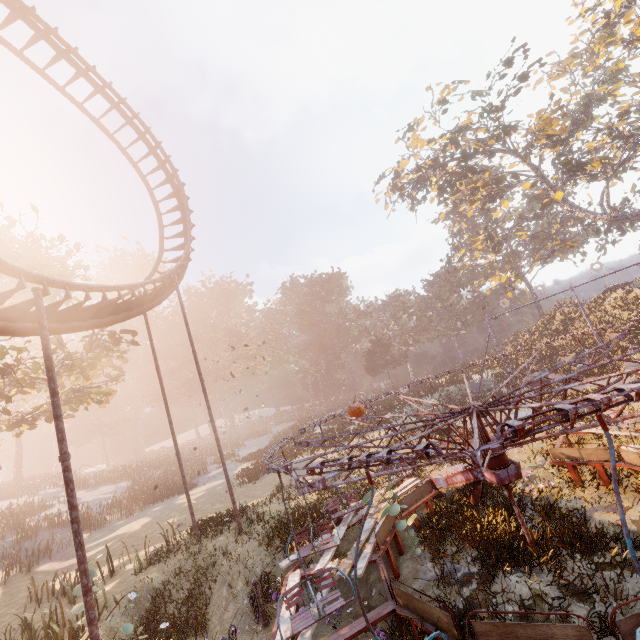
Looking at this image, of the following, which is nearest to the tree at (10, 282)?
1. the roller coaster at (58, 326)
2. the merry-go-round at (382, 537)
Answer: the roller coaster at (58, 326)

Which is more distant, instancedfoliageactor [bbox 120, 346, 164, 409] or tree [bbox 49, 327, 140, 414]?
instancedfoliageactor [bbox 120, 346, 164, 409]

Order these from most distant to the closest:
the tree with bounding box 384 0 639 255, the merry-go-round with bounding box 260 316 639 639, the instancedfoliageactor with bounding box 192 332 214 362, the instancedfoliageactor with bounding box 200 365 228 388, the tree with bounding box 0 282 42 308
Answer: the instancedfoliageactor with bounding box 192 332 214 362 < the instancedfoliageactor with bounding box 200 365 228 388 < the tree with bounding box 384 0 639 255 < the tree with bounding box 0 282 42 308 < the merry-go-round with bounding box 260 316 639 639

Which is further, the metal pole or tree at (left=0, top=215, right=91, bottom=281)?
tree at (left=0, top=215, right=91, bottom=281)

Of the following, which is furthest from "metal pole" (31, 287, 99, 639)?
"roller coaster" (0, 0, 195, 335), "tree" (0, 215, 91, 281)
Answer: "tree" (0, 215, 91, 281)

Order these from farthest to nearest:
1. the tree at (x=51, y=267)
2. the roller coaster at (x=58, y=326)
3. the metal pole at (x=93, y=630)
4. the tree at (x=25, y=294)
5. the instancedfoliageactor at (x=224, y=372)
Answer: the instancedfoliageactor at (x=224, y=372) < the tree at (x=25, y=294) < the tree at (x=51, y=267) < the roller coaster at (x=58, y=326) < the metal pole at (x=93, y=630)

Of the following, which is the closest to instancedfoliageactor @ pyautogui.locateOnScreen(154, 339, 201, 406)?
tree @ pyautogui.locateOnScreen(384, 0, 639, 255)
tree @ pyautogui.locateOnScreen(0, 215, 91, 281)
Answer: tree @ pyautogui.locateOnScreen(0, 215, 91, 281)

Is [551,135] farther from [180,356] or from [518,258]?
[180,356]
